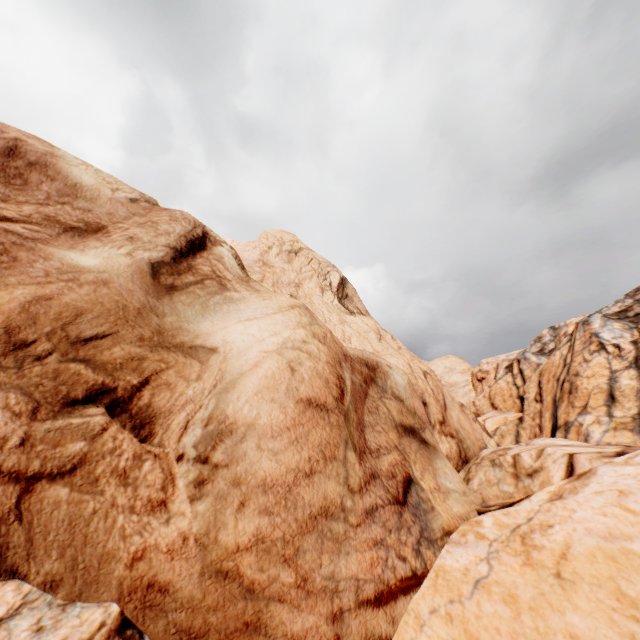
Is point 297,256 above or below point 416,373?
above
